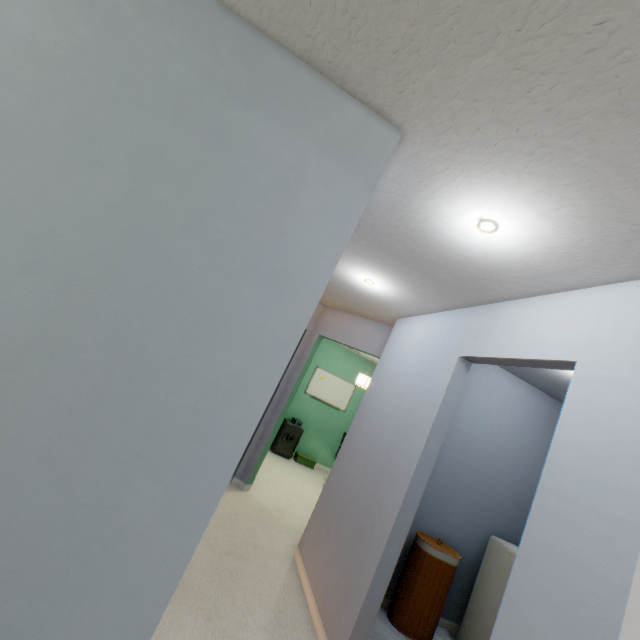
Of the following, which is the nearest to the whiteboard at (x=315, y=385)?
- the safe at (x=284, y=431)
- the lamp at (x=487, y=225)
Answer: the safe at (x=284, y=431)

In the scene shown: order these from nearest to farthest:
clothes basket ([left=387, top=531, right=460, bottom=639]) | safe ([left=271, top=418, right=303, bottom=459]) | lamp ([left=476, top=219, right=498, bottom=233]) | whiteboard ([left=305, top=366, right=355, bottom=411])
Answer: lamp ([left=476, top=219, right=498, bottom=233]) < clothes basket ([left=387, top=531, right=460, bottom=639]) < safe ([left=271, top=418, right=303, bottom=459]) < whiteboard ([left=305, top=366, right=355, bottom=411])

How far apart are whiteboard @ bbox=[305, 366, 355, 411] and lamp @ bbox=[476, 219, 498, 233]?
5.56m

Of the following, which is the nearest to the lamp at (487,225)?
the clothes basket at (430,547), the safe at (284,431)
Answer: the clothes basket at (430,547)

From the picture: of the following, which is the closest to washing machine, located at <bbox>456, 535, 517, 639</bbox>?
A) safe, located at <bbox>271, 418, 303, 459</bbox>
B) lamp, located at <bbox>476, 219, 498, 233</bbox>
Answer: lamp, located at <bbox>476, 219, 498, 233</bbox>

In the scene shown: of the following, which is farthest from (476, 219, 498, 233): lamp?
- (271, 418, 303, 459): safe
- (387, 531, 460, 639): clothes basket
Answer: (271, 418, 303, 459): safe

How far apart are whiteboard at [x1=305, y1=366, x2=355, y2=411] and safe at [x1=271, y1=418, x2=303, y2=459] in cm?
74

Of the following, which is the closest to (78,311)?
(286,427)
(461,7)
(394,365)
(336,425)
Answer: (461,7)
